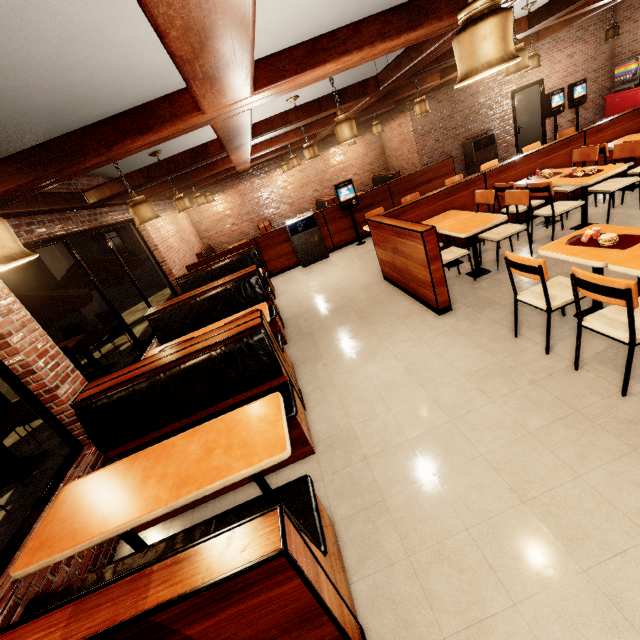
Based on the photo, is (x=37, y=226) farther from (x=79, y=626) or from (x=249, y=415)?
(x=79, y=626)

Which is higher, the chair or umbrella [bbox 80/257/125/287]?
umbrella [bbox 80/257/125/287]

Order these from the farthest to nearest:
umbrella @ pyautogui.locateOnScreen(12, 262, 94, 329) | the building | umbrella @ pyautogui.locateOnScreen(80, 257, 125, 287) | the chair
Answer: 1. the chair
2. umbrella @ pyautogui.locateOnScreen(80, 257, 125, 287)
3. umbrella @ pyautogui.locateOnScreen(12, 262, 94, 329)
4. the building

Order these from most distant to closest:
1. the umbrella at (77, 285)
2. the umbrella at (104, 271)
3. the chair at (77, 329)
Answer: the chair at (77, 329)
the umbrella at (104, 271)
the umbrella at (77, 285)

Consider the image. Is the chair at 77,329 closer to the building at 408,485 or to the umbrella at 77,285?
the building at 408,485

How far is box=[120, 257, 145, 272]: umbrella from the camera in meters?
6.9

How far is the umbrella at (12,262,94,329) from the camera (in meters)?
4.24

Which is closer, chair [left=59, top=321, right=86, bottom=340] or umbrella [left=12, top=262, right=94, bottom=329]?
umbrella [left=12, top=262, right=94, bottom=329]
